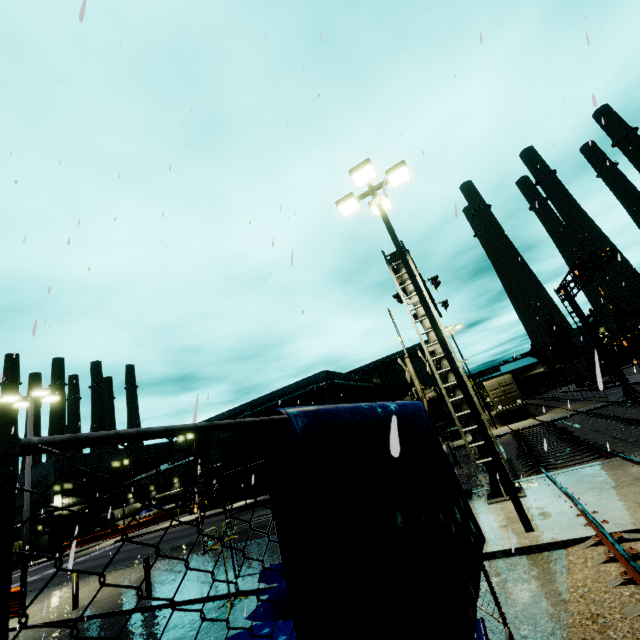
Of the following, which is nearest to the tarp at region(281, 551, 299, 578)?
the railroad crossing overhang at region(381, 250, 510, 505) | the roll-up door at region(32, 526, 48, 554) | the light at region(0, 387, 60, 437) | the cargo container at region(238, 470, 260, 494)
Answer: the railroad crossing overhang at region(381, 250, 510, 505)

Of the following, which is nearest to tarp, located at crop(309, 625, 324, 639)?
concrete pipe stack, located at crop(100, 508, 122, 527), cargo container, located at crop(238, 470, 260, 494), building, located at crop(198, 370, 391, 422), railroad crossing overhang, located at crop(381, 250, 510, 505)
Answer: building, located at crop(198, 370, 391, 422)

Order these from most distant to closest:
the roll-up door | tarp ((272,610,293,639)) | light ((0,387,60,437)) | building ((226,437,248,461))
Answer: the roll-up door < building ((226,437,248,461)) < light ((0,387,60,437)) < tarp ((272,610,293,639))

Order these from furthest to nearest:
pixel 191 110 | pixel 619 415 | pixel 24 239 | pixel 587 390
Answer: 1. pixel 587 390
2. pixel 619 415
3. pixel 191 110
4. pixel 24 239

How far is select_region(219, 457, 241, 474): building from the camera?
39.7 meters

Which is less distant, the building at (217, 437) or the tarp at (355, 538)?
the tarp at (355, 538)

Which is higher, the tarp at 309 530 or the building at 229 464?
the building at 229 464
